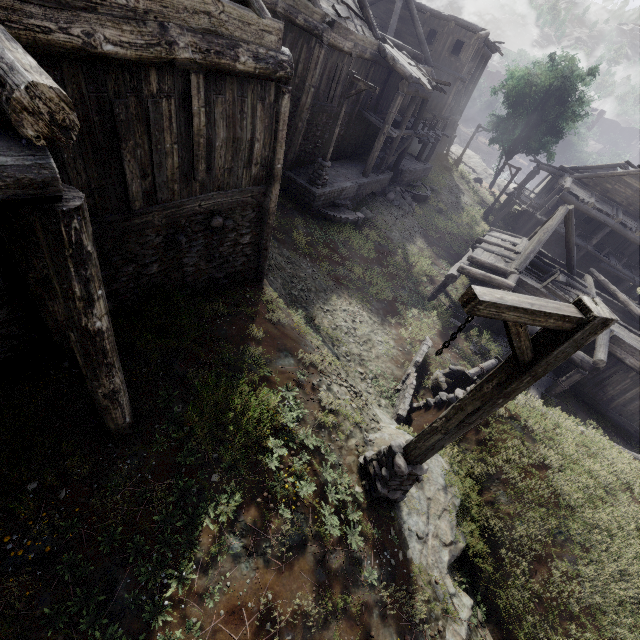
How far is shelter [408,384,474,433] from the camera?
9.66m

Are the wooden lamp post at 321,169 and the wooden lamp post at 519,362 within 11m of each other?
no

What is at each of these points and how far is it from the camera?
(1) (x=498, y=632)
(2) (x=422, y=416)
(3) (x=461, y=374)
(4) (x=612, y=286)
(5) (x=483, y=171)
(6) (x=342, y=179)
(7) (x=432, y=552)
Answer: (1) shelter, 5.6m
(2) shelter, 10.4m
(3) well, 10.7m
(4) building, 20.2m
(5) rock, 44.9m
(6) building base, 18.0m
(7) rock, 5.8m

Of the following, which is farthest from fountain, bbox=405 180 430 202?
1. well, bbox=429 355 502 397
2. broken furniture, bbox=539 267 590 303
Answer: well, bbox=429 355 502 397

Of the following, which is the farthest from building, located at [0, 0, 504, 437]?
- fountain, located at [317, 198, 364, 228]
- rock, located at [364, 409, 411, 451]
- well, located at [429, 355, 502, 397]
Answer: rock, located at [364, 409, 411, 451]

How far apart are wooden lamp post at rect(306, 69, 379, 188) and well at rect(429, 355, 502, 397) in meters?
10.1

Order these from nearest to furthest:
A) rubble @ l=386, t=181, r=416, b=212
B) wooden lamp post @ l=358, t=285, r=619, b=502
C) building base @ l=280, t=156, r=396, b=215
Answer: wooden lamp post @ l=358, t=285, r=619, b=502, building base @ l=280, t=156, r=396, b=215, rubble @ l=386, t=181, r=416, b=212

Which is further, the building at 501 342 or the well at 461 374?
the building at 501 342
